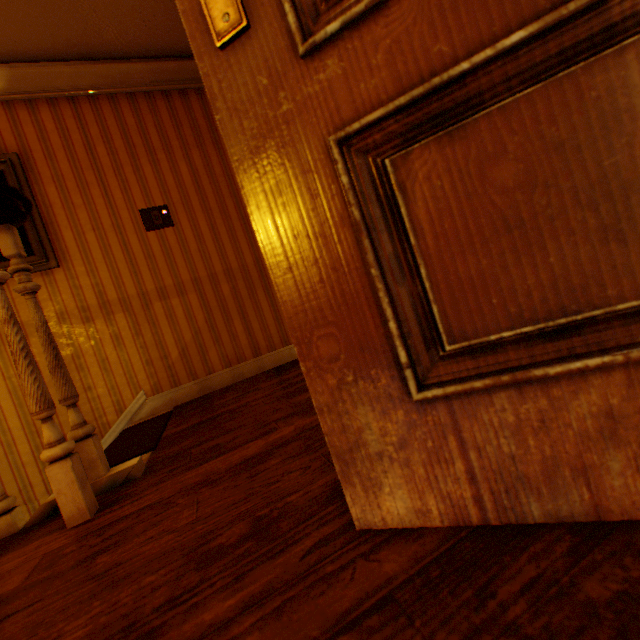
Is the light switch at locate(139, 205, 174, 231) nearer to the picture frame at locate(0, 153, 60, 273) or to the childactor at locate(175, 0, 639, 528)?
the picture frame at locate(0, 153, 60, 273)

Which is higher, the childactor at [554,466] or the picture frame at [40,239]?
the picture frame at [40,239]

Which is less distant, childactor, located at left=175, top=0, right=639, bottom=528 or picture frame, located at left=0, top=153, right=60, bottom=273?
childactor, located at left=175, top=0, right=639, bottom=528

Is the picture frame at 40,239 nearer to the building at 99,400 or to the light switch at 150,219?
the building at 99,400

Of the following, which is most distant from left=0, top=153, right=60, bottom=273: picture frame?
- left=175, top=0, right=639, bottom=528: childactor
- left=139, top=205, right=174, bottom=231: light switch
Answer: left=175, top=0, right=639, bottom=528: childactor

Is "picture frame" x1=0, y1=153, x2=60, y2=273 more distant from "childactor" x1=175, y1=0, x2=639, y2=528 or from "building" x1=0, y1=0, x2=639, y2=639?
"childactor" x1=175, y1=0, x2=639, y2=528

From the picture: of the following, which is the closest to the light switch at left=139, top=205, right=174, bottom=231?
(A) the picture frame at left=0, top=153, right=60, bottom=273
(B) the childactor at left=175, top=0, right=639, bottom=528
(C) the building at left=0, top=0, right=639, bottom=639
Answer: (C) the building at left=0, top=0, right=639, bottom=639

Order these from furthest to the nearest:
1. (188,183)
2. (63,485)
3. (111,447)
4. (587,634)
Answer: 1. (188,183)
2. (111,447)
3. (63,485)
4. (587,634)
